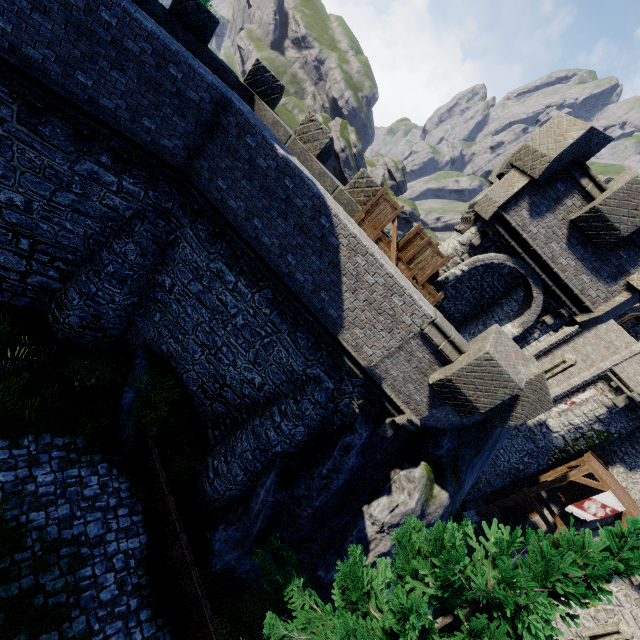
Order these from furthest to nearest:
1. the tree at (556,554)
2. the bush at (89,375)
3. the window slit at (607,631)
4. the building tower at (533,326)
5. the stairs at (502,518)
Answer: Answer: the stairs at (502,518) < the window slit at (607,631) < the bush at (89,375) < the building tower at (533,326) < the tree at (556,554)

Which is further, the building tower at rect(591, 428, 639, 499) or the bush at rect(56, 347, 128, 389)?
the building tower at rect(591, 428, 639, 499)

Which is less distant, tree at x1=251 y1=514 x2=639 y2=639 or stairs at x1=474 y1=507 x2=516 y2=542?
tree at x1=251 y1=514 x2=639 y2=639

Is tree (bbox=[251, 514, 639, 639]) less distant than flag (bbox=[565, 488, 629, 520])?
Yes

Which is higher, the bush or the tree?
the tree

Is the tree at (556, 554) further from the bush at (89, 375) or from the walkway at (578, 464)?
the walkway at (578, 464)

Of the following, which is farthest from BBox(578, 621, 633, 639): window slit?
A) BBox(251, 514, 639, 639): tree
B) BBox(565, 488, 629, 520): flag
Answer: BBox(251, 514, 639, 639): tree

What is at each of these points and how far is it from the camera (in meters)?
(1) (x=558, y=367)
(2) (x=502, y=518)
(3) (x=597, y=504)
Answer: (1) window slit, 22.36
(2) stairs, 25.88
(3) flag, 19.16
